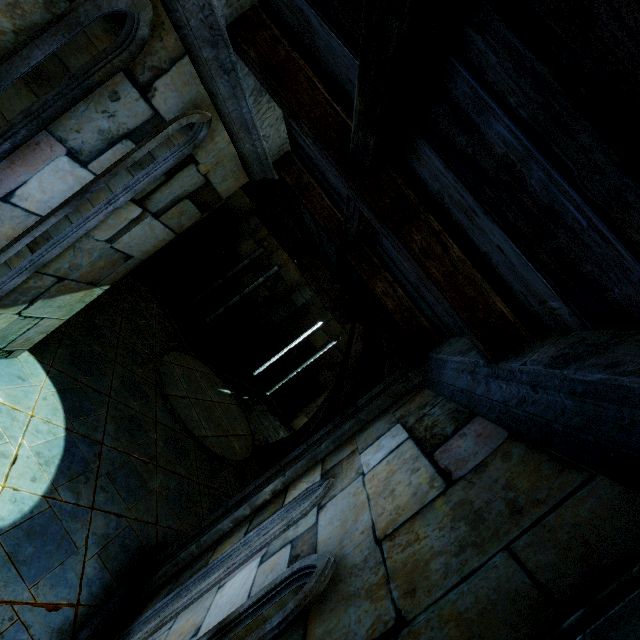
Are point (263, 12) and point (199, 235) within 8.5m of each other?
yes
